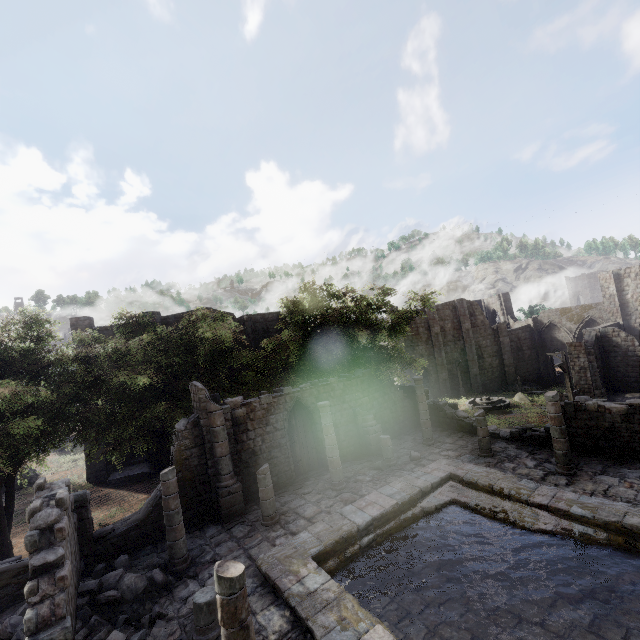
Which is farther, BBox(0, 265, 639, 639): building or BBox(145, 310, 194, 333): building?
BBox(145, 310, 194, 333): building

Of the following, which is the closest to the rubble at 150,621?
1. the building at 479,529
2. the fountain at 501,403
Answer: the building at 479,529

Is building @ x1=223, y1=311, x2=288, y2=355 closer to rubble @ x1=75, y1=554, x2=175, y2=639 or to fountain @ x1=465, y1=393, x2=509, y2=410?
rubble @ x1=75, y1=554, x2=175, y2=639

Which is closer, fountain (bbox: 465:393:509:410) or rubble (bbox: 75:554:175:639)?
rubble (bbox: 75:554:175:639)

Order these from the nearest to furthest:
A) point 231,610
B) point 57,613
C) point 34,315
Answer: point 231,610 < point 57,613 < point 34,315

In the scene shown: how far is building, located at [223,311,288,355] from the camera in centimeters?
2952cm

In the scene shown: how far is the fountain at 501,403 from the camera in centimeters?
3066cm
